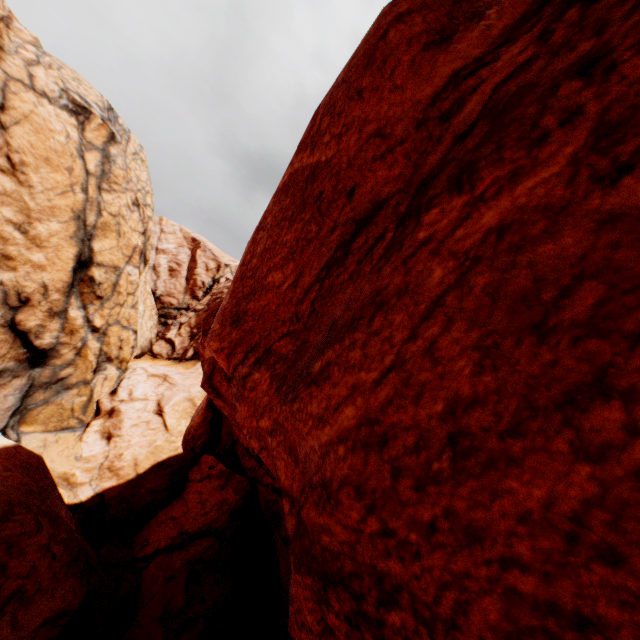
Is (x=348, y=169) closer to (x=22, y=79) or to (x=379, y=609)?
(x=379, y=609)
